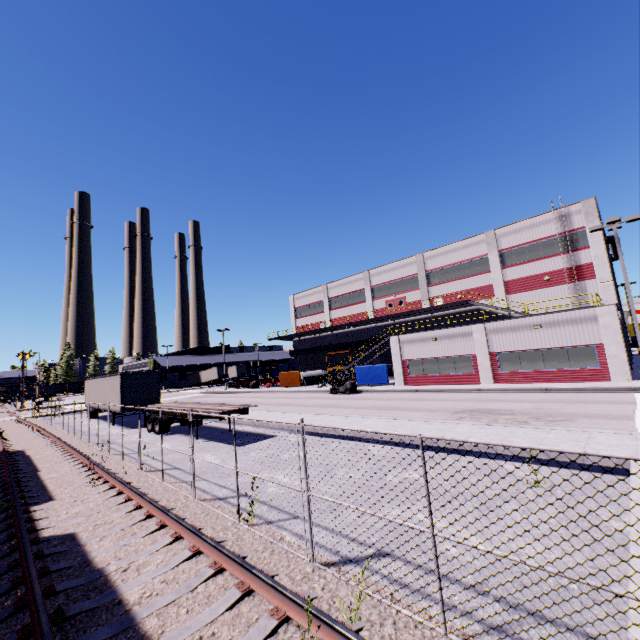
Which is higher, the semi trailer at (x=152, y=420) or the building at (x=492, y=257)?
the building at (x=492, y=257)

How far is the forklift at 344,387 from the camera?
29.8 meters

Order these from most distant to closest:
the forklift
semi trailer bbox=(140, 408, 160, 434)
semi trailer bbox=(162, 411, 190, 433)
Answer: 1. the forklift
2. semi trailer bbox=(140, 408, 160, 434)
3. semi trailer bbox=(162, 411, 190, 433)

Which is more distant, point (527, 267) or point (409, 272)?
point (409, 272)

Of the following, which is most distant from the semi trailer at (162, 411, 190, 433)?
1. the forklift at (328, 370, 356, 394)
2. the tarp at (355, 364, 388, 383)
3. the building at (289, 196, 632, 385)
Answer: the tarp at (355, 364, 388, 383)

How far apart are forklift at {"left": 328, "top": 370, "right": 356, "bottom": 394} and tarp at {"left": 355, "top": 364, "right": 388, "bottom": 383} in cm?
328

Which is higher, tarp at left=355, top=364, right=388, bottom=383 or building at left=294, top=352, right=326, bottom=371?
building at left=294, top=352, right=326, bottom=371

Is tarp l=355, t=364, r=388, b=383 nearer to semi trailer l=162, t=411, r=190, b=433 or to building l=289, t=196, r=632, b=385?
building l=289, t=196, r=632, b=385
